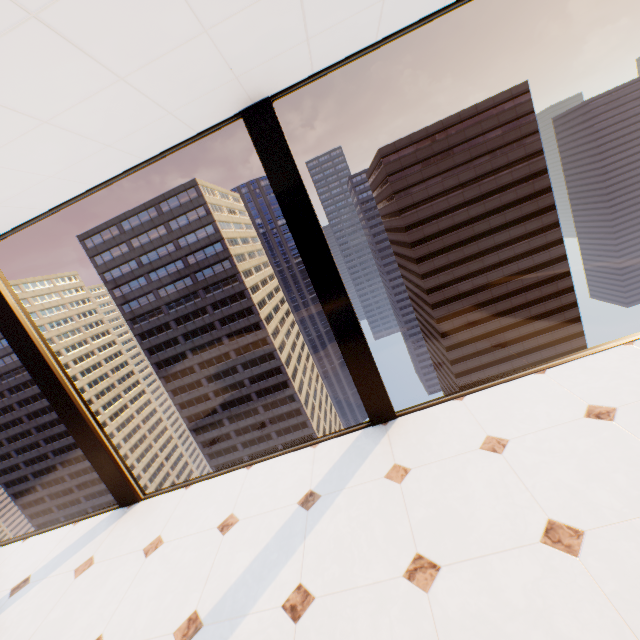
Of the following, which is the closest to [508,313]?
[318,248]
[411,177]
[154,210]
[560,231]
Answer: [560,231]

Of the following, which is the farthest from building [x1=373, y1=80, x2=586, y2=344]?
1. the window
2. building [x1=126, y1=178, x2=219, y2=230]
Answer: the window

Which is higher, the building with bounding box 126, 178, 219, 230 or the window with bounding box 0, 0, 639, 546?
the building with bounding box 126, 178, 219, 230

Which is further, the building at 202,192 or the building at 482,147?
the building at 202,192

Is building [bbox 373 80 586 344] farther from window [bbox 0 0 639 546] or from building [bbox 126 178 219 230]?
window [bbox 0 0 639 546]

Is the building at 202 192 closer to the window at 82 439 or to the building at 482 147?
the building at 482 147
